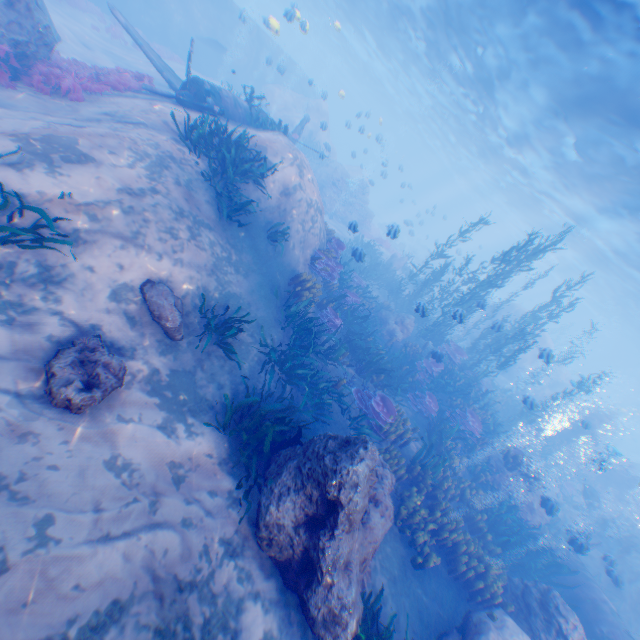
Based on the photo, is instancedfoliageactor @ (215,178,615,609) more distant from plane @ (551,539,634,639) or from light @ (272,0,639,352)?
light @ (272,0,639,352)

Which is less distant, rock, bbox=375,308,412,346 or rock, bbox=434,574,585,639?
rock, bbox=434,574,585,639

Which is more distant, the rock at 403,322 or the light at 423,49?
the rock at 403,322

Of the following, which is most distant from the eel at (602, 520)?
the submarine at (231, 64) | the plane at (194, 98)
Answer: the plane at (194, 98)

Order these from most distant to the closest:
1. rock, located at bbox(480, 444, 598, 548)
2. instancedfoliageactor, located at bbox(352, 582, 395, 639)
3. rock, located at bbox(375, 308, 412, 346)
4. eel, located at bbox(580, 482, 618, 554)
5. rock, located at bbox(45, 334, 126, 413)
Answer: rock, located at bbox(375, 308, 412, 346)
eel, located at bbox(580, 482, 618, 554)
rock, located at bbox(480, 444, 598, 548)
instancedfoliageactor, located at bbox(352, 582, 395, 639)
rock, located at bbox(45, 334, 126, 413)

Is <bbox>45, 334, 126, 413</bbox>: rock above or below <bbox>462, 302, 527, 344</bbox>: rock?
below

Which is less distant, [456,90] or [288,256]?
[288,256]
